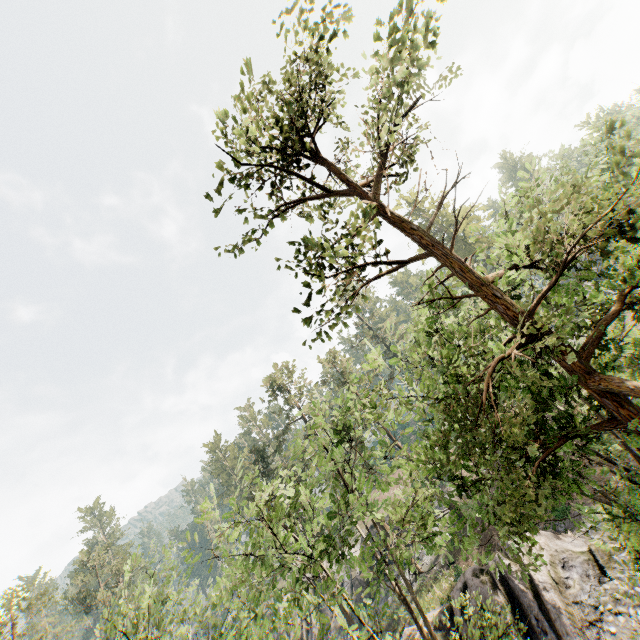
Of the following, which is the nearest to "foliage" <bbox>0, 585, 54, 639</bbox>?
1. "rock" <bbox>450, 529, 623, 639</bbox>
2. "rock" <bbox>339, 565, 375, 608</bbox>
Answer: "rock" <bbox>450, 529, 623, 639</bbox>

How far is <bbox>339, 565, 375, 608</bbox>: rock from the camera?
35.0 meters

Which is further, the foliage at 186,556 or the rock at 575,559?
the rock at 575,559

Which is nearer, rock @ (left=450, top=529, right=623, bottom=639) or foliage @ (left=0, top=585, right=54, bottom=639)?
rock @ (left=450, top=529, right=623, bottom=639)

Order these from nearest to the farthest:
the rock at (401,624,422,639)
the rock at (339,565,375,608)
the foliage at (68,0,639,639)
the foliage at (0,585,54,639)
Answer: the foliage at (68,0,639,639), the rock at (401,624,422,639), the foliage at (0,585,54,639), the rock at (339,565,375,608)

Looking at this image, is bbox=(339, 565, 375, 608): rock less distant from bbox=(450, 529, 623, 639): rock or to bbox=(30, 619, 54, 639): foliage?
bbox=(30, 619, 54, 639): foliage

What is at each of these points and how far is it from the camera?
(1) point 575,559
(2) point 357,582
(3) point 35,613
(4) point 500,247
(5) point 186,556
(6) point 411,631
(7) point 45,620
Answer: (1) rock, 18.2 meters
(2) rock, 36.2 meters
(3) foliage, 29.1 meters
(4) foliage, 9.0 meters
(5) foliage, 10.6 meters
(6) rock, 21.3 meters
(7) foliage, 27.6 meters

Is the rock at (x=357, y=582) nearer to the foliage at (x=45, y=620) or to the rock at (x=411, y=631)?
the foliage at (x=45, y=620)
